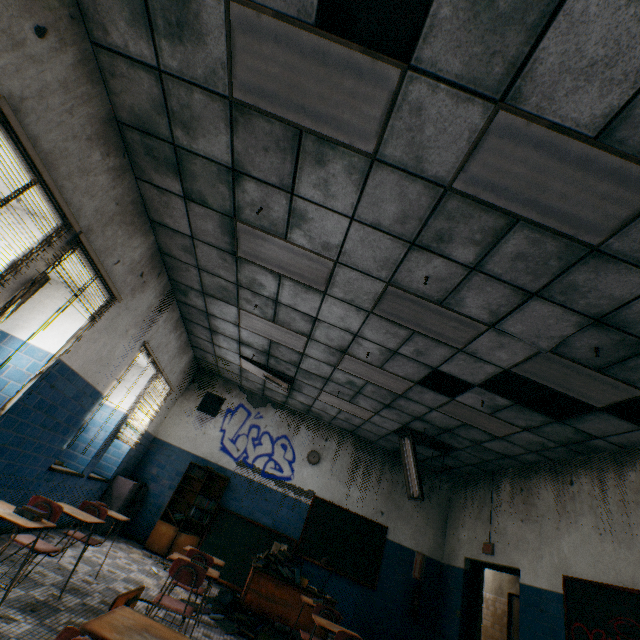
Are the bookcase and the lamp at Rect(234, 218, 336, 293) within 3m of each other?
no

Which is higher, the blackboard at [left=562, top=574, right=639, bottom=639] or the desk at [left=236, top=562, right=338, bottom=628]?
the blackboard at [left=562, top=574, right=639, bottom=639]

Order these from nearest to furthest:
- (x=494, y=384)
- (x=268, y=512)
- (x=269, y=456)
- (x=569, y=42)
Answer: (x=569, y=42)
(x=494, y=384)
(x=268, y=512)
(x=269, y=456)

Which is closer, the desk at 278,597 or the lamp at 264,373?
the desk at 278,597

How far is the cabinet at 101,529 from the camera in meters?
6.2 m

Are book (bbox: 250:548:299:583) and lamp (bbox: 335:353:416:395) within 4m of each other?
yes

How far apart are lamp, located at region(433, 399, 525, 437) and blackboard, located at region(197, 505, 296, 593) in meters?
3.9 m

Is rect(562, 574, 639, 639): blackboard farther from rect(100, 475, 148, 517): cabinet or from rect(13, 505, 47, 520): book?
rect(100, 475, 148, 517): cabinet
